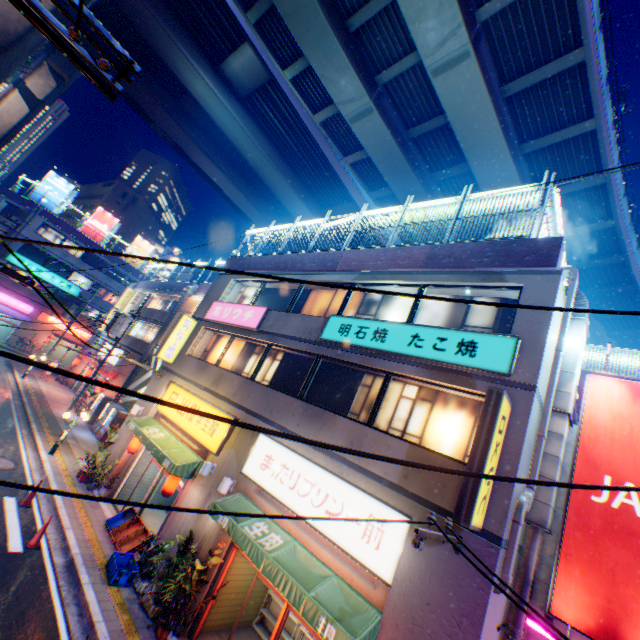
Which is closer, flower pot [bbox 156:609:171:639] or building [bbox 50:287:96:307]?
flower pot [bbox 156:609:171:639]

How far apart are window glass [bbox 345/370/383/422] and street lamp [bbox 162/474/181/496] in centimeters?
658cm

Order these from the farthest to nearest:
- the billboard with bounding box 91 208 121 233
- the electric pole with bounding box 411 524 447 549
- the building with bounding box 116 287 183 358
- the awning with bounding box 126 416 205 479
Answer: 1. the billboard with bounding box 91 208 121 233
2. the building with bounding box 116 287 183 358
3. the awning with bounding box 126 416 205 479
4. the electric pole with bounding box 411 524 447 549

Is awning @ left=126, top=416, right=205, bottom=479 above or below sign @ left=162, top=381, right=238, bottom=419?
below

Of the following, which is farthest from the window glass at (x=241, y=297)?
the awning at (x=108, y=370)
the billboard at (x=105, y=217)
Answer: the billboard at (x=105, y=217)

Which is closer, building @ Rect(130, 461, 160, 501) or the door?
the door

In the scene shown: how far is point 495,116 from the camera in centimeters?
1576cm

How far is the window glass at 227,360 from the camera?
13.5m
